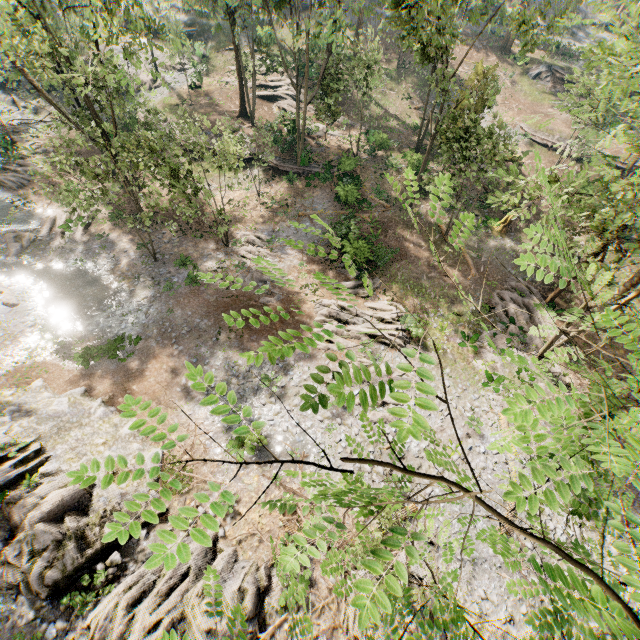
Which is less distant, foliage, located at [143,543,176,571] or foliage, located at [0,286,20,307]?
foliage, located at [143,543,176,571]

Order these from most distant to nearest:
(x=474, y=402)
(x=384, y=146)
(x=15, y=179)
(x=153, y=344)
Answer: (x=384, y=146)
(x=15, y=179)
(x=153, y=344)
(x=474, y=402)

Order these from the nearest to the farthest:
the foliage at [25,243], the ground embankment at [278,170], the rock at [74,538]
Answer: the rock at [74,538] → the foliage at [25,243] → the ground embankment at [278,170]

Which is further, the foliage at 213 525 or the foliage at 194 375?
the foliage at 194 375

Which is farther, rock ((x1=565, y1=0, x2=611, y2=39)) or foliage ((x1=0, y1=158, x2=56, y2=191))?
rock ((x1=565, y1=0, x2=611, y2=39))

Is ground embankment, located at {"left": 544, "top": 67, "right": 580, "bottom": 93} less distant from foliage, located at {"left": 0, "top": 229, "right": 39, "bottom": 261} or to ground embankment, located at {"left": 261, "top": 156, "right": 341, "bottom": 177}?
foliage, located at {"left": 0, "top": 229, "right": 39, "bottom": 261}

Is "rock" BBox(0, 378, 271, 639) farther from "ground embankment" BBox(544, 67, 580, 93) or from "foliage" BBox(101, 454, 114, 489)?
"ground embankment" BBox(544, 67, 580, 93)

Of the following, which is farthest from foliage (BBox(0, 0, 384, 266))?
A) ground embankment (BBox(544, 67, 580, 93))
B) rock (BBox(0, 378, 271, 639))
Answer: ground embankment (BBox(544, 67, 580, 93))
